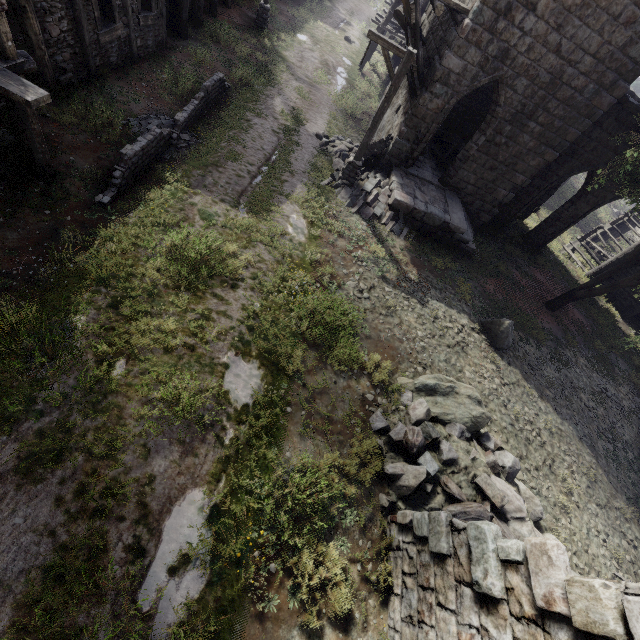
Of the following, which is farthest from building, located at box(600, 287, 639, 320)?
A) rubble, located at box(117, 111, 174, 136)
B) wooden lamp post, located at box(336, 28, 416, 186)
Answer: rubble, located at box(117, 111, 174, 136)

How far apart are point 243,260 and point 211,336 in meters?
2.4

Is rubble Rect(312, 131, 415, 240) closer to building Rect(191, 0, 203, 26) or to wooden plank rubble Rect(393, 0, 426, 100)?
building Rect(191, 0, 203, 26)

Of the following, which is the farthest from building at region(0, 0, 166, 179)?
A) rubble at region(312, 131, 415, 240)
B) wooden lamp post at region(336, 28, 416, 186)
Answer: wooden lamp post at region(336, 28, 416, 186)

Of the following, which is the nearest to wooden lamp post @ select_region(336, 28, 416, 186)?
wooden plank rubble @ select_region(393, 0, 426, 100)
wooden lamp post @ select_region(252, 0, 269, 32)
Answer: wooden plank rubble @ select_region(393, 0, 426, 100)

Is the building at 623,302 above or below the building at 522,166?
below

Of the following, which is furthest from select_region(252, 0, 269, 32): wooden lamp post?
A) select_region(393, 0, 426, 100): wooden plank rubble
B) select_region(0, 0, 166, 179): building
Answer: select_region(393, 0, 426, 100): wooden plank rubble

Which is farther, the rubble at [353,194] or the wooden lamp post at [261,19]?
the wooden lamp post at [261,19]
